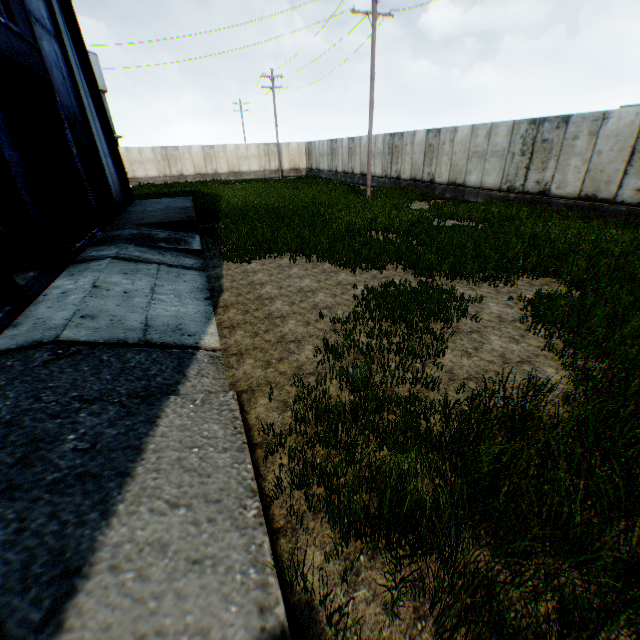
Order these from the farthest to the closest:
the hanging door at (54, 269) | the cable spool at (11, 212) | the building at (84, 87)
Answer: the building at (84, 87) → the cable spool at (11, 212) → the hanging door at (54, 269)

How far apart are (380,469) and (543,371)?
3.2m

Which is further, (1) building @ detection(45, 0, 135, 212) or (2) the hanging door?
(1) building @ detection(45, 0, 135, 212)

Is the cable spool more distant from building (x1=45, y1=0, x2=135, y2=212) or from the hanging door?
building (x1=45, y1=0, x2=135, y2=212)

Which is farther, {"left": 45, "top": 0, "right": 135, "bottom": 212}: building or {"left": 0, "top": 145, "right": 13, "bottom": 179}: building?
{"left": 0, "top": 145, "right": 13, "bottom": 179}: building

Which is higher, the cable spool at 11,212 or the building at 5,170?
the building at 5,170

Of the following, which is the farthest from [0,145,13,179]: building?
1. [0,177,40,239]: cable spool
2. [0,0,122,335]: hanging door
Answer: [0,177,40,239]: cable spool
